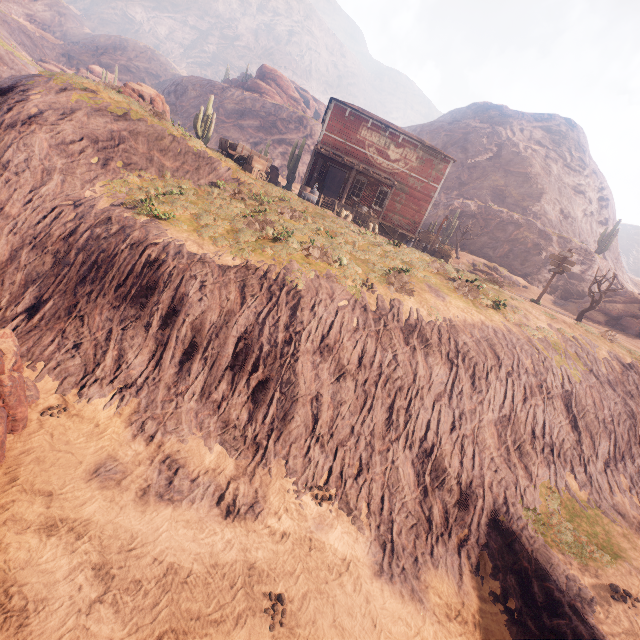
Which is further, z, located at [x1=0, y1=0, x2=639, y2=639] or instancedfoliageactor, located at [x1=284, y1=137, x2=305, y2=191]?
instancedfoliageactor, located at [x1=284, y1=137, x2=305, y2=191]

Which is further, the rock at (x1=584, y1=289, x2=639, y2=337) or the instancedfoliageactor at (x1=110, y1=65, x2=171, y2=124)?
the rock at (x1=584, y1=289, x2=639, y2=337)

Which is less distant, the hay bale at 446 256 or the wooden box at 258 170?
the wooden box at 258 170

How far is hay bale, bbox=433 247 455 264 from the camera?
26.1 meters

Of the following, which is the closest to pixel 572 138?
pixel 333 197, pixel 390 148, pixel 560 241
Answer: pixel 560 241

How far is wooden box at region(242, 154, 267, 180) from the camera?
19.55m

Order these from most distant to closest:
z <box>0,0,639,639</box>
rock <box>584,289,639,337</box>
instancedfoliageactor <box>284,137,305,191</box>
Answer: instancedfoliageactor <box>284,137,305,191</box>, rock <box>584,289,639,337</box>, z <box>0,0,639,639</box>

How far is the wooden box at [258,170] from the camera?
19.55m
